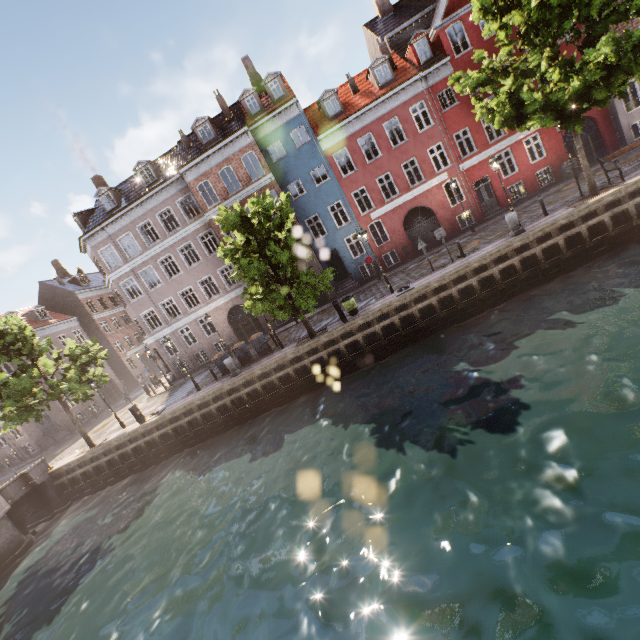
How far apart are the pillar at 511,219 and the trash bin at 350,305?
8.2 meters

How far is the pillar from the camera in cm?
1527

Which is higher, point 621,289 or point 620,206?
point 620,206

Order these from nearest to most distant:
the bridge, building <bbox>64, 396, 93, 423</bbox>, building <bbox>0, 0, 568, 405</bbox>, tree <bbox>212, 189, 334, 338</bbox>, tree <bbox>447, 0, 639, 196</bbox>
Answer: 1. tree <bbox>447, 0, 639, 196</bbox>
2. tree <bbox>212, 189, 334, 338</bbox>
3. the bridge
4. building <bbox>0, 0, 568, 405</bbox>
5. building <bbox>64, 396, 93, 423</bbox>

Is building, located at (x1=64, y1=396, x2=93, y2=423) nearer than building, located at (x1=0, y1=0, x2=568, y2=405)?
No

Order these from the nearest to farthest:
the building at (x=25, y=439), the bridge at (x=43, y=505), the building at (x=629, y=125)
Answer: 1. the bridge at (x=43, y=505)
2. the building at (x=629, y=125)
3. the building at (x=25, y=439)

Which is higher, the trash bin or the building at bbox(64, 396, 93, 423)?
the building at bbox(64, 396, 93, 423)

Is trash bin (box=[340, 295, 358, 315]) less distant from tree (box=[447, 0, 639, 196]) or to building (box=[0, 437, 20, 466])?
tree (box=[447, 0, 639, 196])
